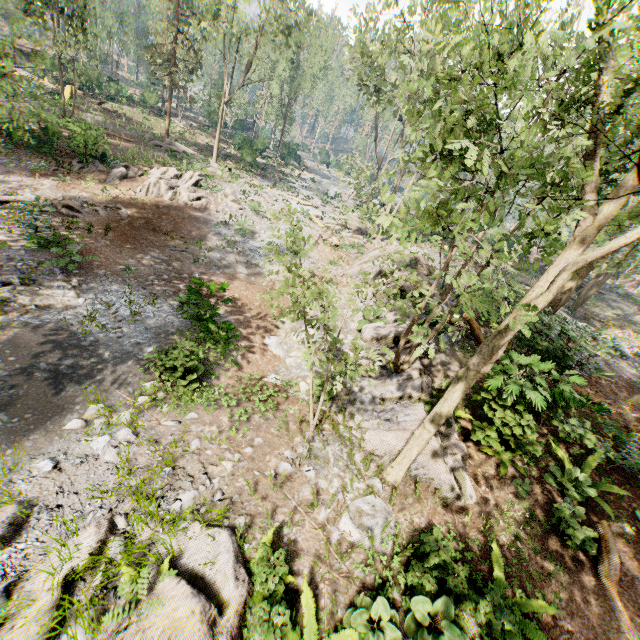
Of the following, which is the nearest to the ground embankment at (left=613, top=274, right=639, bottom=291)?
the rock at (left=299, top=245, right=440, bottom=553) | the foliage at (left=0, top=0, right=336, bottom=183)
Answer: the foliage at (left=0, top=0, right=336, bottom=183)

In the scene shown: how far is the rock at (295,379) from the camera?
10.6 meters

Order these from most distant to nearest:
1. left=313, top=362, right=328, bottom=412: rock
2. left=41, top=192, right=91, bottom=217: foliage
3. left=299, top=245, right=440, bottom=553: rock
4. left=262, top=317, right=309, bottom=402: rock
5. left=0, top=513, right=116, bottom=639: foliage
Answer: left=41, top=192, right=91, bottom=217: foliage
left=262, top=317, right=309, bottom=402: rock
left=313, top=362, right=328, bottom=412: rock
left=299, top=245, right=440, bottom=553: rock
left=0, top=513, right=116, bottom=639: foliage

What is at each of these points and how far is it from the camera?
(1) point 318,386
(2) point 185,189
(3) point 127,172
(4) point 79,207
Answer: (1) rock, 10.2m
(2) foliage, 22.6m
(3) foliage, 22.2m
(4) foliage, 16.7m

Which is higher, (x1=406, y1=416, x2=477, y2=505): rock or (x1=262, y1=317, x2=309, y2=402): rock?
(x1=406, y1=416, x2=477, y2=505): rock

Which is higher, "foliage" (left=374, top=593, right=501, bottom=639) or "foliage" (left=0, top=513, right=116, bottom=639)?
"foliage" (left=374, top=593, right=501, bottom=639)

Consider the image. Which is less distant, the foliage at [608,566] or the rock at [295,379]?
the foliage at [608,566]
